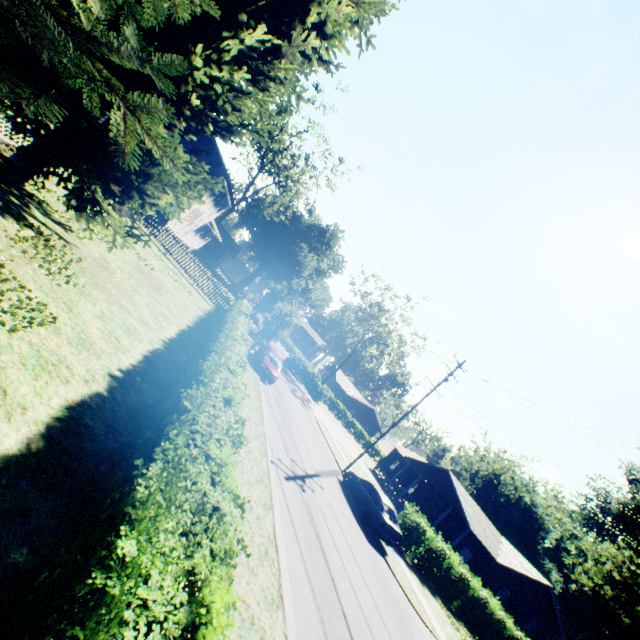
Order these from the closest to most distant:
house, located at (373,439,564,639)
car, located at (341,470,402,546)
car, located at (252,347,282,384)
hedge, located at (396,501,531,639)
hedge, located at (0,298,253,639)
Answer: hedge, located at (0,298,253,639)
car, located at (341,470,402,546)
hedge, located at (396,501,531,639)
car, located at (252,347,282,384)
house, located at (373,439,564,639)

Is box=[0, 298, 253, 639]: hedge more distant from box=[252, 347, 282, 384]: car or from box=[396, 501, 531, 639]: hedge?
box=[396, 501, 531, 639]: hedge

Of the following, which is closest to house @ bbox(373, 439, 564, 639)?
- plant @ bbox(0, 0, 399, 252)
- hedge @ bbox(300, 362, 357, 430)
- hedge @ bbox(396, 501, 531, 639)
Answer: hedge @ bbox(396, 501, 531, 639)

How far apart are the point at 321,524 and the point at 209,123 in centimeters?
1379cm

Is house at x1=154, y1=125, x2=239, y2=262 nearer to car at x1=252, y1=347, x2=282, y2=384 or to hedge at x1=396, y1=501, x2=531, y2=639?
car at x1=252, y1=347, x2=282, y2=384

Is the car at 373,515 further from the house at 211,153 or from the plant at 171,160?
the house at 211,153

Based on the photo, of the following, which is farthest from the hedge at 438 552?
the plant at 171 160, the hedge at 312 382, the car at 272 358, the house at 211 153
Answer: the house at 211 153

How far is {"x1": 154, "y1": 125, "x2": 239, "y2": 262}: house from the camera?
28.73m
